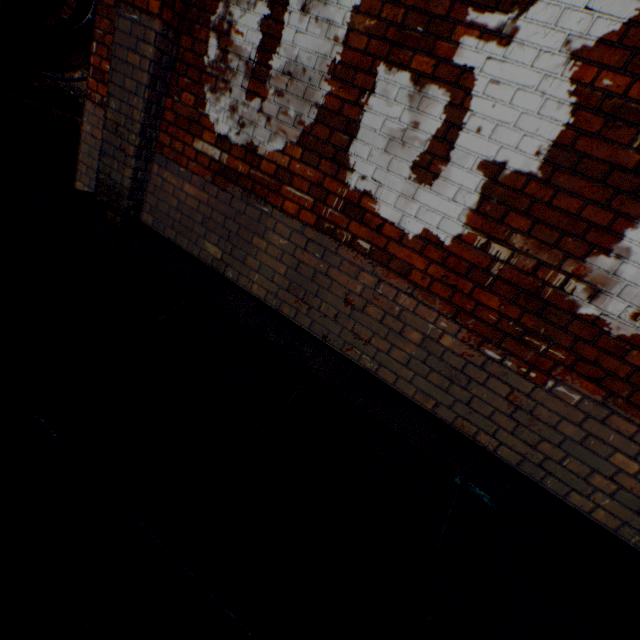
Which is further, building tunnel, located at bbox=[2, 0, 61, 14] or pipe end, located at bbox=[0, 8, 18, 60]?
building tunnel, located at bbox=[2, 0, 61, 14]

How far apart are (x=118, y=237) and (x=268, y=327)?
1.7m

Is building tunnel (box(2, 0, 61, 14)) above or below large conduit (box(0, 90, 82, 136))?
above

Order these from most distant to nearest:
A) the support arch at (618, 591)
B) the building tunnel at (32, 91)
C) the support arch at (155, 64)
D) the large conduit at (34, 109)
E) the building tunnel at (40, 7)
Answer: the building tunnel at (32, 91), the building tunnel at (40, 7), the large conduit at (34, 109), the support arch at (155, 64), the support arch at (618, 591)

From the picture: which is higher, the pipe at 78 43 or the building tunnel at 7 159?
the pipe at 78 43

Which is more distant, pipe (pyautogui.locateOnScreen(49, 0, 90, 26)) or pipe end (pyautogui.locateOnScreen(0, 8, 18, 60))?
pipe (pyautogui.locateOnScreen(49, 0, 90, 26))

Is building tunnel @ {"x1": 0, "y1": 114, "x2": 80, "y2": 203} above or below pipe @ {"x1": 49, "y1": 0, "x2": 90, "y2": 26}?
below

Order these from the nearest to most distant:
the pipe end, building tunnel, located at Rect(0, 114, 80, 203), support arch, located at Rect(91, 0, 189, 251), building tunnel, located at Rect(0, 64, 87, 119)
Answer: support arch, located at Rect(91, 0, 189, 251), building tunnel, located at Rect(0, 114, 80, 203), the pipe end, building tunnel, located at Rect(0, 64, 87, 119)
